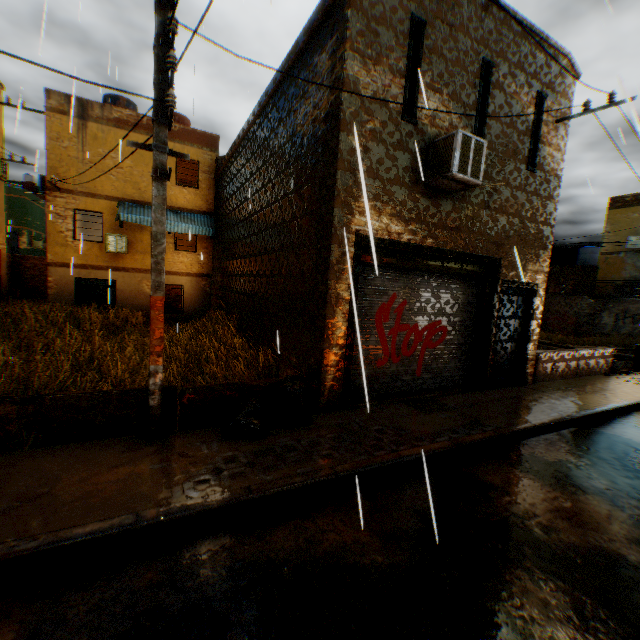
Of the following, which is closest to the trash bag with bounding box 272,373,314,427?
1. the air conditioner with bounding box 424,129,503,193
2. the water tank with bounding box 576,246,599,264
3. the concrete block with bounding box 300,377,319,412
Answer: the concrete block with bounding box 300,377,319,412

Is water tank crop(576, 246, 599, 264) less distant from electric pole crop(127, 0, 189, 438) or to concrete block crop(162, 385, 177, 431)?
concrete block crop(162, 385, 177, 431)

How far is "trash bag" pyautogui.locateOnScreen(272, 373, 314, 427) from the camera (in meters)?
5.26

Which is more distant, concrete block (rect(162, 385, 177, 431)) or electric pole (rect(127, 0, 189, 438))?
concrete block (rect(162, 385, 177, 431))

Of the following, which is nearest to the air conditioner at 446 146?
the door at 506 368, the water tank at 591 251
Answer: the door at 506 368

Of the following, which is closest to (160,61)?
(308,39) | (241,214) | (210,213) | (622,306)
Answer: (308,39)

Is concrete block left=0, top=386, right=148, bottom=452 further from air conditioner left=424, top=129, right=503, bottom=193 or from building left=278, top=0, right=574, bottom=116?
air conditioner left=424, top=129, right=503, bottom=193

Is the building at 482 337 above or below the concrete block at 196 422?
above
